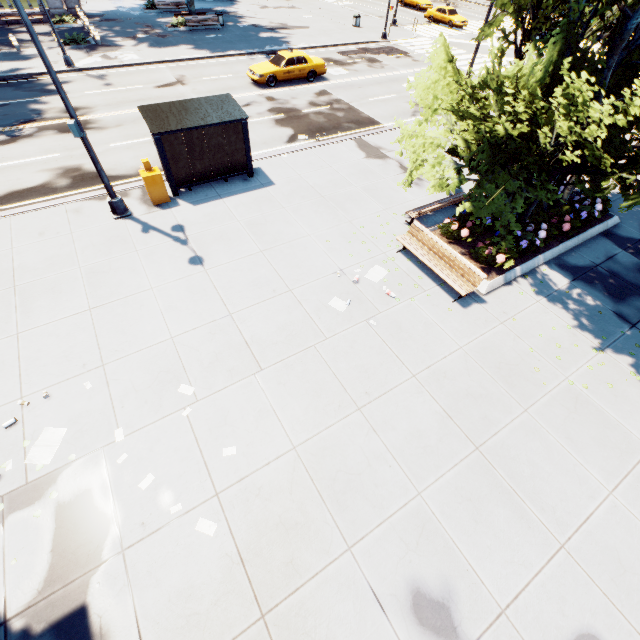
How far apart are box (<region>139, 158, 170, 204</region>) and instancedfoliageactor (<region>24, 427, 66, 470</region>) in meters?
8.2 m

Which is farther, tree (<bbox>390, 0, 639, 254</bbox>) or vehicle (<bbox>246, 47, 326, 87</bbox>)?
vehicle (<bbox>246, 47, 326, 87</bbox>)

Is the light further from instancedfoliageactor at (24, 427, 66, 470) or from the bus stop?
instancedfoliageactor at (24, 427, 66, 470)

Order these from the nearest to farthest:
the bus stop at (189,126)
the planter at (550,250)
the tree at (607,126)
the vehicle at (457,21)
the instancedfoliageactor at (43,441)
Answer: the instancedfoliageactor at (43,441) → the tree at (607,126) → the planter at (550,250) → the bus stop at (189,126) → the vehicle at (457,21)

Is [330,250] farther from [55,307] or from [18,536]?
[18,536]

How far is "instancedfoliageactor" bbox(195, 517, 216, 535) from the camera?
5.7m

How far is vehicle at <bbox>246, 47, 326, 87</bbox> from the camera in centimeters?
2014cm

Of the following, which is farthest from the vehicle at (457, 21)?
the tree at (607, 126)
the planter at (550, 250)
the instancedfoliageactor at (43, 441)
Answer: the instancedfoliageactor at (43, 441)
